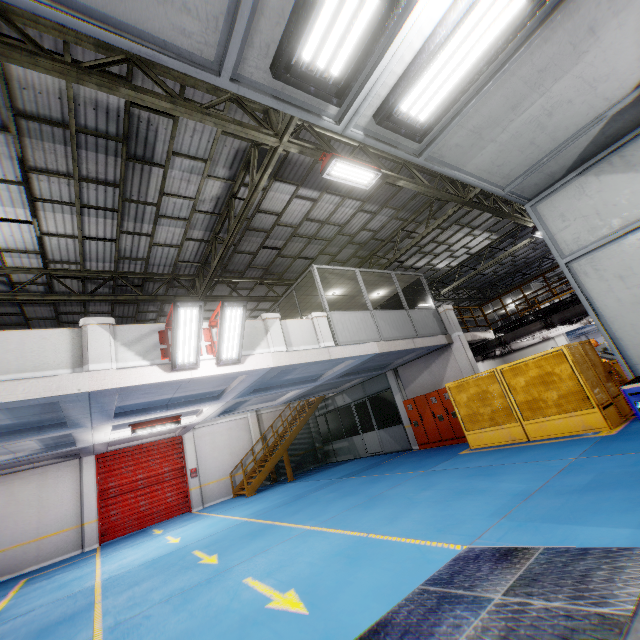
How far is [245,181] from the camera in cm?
943

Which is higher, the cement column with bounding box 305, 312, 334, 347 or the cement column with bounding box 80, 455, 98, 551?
the cement column with bounding box 305, 312, 334, 347

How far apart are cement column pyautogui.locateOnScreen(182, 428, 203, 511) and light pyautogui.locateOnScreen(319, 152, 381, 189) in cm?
1513

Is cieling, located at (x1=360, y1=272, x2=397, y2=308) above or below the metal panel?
above

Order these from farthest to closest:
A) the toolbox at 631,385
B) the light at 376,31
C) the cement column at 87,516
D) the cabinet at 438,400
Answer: the cement column at 87,516 < the cabinet at 438,400 < the toolbox at 631,385 < the light at 376,31

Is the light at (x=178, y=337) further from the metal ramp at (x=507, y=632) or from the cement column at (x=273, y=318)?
the metal ramp at (x=507, y=632)

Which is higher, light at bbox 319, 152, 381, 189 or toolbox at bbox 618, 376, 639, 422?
light at bbox 319, 152, 381, 189

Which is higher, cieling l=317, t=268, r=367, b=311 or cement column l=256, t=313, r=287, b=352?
cieling l=317, t=268, r=367, b=311
